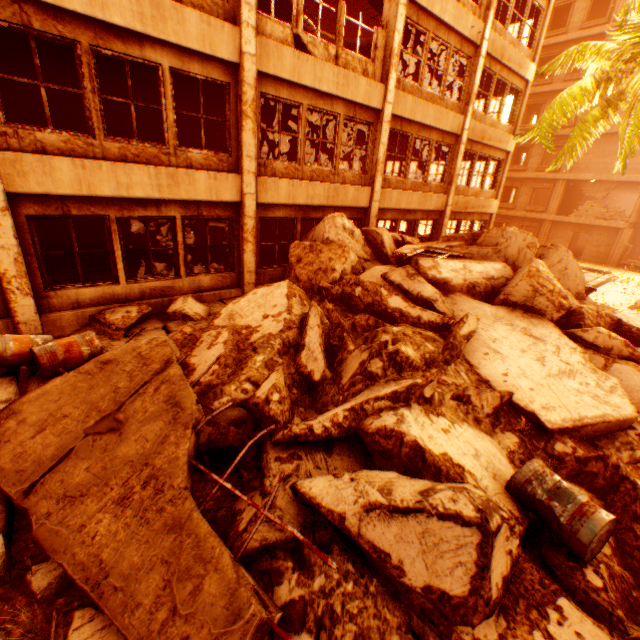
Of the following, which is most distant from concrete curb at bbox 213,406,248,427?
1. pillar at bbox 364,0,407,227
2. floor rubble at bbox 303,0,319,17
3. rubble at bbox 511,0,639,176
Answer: floor rubble at bbox 303,0,319,17

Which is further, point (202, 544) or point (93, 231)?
point (93, 231)

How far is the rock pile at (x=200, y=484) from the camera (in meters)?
3.71

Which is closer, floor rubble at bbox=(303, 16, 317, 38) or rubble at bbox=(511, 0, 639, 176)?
rubble at bbox=(511, 0, 639, 176)

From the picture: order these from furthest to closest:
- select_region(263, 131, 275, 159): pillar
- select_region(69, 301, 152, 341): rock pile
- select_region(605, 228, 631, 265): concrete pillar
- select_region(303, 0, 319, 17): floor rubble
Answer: select_region(605, 228, 631, 265): concrete pillar < select_region(303, 0, 319, 17): floor rubble < select_region(263, 131, 275, 159): pillar < select_region(69, 301, 152, 341): rock pile

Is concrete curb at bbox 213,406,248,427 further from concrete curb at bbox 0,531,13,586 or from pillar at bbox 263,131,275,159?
pillar at bbox 263,131,275,159

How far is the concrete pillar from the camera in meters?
23.3

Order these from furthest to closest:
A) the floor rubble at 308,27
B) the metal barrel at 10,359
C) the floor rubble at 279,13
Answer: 1. the floor rubble at 308,27
2. the floor rubble at 279,13
3. the metal barrel at 10,359
